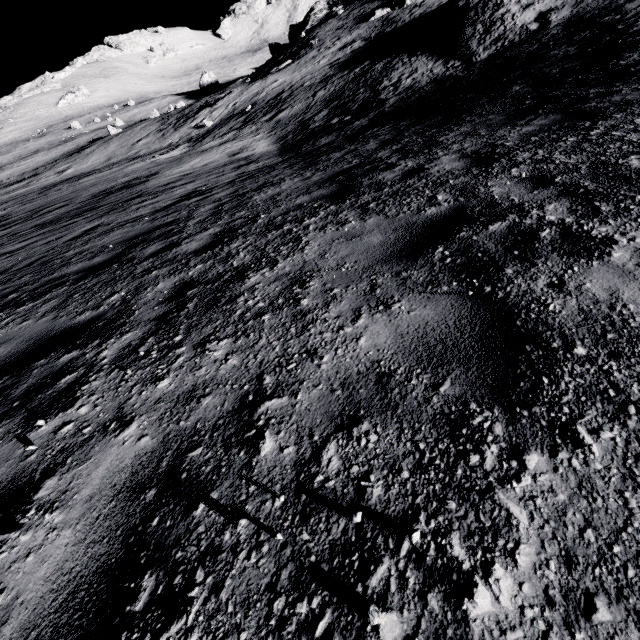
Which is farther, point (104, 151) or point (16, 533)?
point (104, 151)
